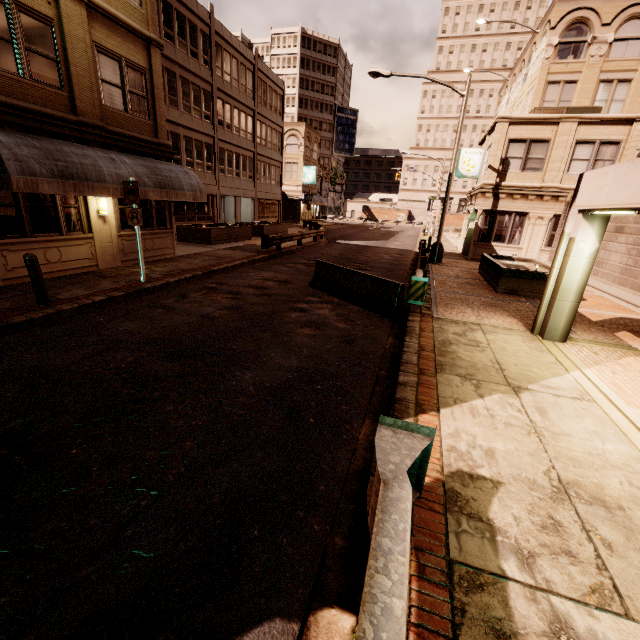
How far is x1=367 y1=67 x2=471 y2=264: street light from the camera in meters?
16.2

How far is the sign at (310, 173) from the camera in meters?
45.8 m

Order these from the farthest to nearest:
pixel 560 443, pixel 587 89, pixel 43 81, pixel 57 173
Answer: pixel 587 89 → pixel 43 81 → pixel 57 173 → pixel 560 443

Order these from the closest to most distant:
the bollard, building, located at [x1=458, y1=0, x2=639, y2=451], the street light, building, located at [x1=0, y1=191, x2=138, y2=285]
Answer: building, located at [x1=458, y1=0, x2=639, y2=451], the bollard, building, located at [x1=0, y1=191, x2=138, y2=285], the street light

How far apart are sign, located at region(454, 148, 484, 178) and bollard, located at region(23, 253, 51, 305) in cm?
2375

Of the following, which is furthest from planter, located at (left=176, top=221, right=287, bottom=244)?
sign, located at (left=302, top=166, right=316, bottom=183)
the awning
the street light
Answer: sign, located at (left=302, top=166, right=316, bottom=183)

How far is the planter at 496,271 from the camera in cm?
1192

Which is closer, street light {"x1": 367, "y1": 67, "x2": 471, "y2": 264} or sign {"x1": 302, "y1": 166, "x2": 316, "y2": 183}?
street light {"x1": 367, "y1": 67, "x2": 471, "y2": 264}
